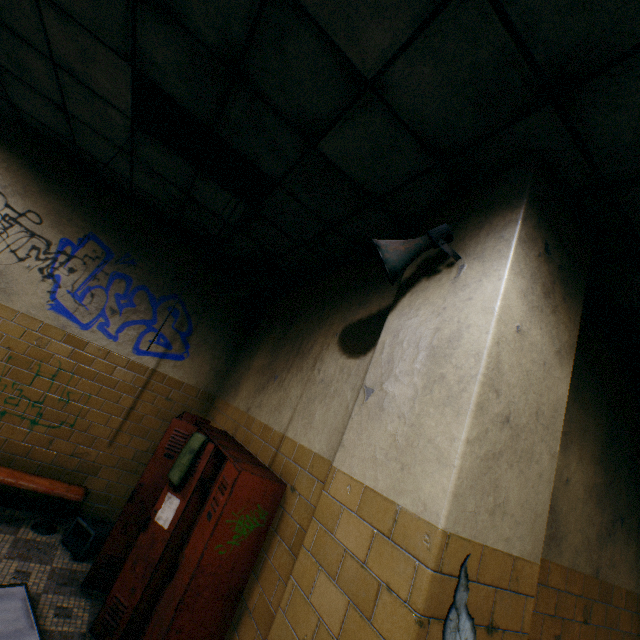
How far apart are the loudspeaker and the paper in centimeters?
253cm

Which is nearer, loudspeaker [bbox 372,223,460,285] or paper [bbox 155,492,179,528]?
loudspeaker [bbox 372,223,460,285]

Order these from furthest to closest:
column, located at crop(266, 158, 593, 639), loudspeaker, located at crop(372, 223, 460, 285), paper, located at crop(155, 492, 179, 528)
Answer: paper, located at crop(155, 492, 179, 528) → loudspeaker, located at crop(372, 223, 460, 285) → column, located at crop(266, 158, 593, 639)

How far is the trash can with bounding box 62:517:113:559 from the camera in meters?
3.4 m

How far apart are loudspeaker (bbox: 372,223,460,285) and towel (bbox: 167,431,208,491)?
2.2 meters

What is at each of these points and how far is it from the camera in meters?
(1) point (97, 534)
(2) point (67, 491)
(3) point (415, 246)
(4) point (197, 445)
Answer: (1) trash can, 3.5 m
(2) bench, 3.6 m
(3) loudspeaker, 1.9 m
(4) towel, 2.9 m

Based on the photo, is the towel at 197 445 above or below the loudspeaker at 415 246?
below

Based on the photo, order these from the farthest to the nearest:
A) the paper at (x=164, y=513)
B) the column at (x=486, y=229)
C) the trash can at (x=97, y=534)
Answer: the trash can at (x=97, y=534), the paper at (x=164, y=513), the column at (x=486, y=229)
